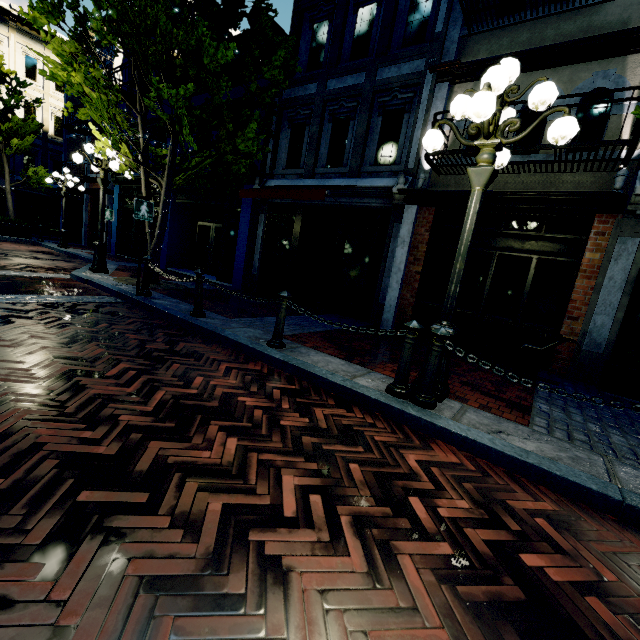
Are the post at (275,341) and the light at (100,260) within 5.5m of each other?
no

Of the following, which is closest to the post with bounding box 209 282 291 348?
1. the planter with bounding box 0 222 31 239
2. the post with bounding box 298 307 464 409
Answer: the post with bounding box 298 307 464 409

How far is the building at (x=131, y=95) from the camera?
13.72m

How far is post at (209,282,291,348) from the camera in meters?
4.7

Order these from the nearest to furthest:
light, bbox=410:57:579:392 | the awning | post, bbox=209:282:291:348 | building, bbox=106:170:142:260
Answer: light, bbox=410:57:579:392
post, bbox=209:282:291:348
the awning
building, bbox=106:170:142:260

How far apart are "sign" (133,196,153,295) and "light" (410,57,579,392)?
5.5 meters

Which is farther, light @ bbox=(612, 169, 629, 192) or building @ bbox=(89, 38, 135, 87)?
building @ bbox=(89, 38, 135, 87)

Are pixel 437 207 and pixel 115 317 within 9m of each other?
yes
